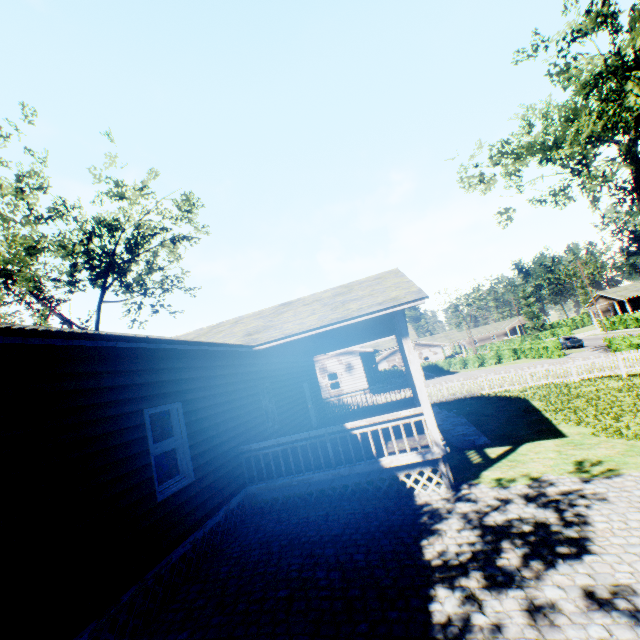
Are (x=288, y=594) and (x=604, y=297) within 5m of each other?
no

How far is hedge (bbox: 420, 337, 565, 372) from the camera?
35.5m

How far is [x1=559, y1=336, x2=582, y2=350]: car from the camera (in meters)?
39.25

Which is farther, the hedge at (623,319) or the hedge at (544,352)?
the hedge at (623,319)

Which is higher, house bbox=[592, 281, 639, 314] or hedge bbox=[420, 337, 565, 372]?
house bbox=[592, 281, 639, 314]

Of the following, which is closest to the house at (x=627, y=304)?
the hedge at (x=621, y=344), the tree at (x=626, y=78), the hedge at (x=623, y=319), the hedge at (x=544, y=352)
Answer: the hedge at (x=623, y=319)

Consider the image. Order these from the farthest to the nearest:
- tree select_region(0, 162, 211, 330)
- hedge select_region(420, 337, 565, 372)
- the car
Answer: the car, hedge select_region(420, 337, 565, 372), tree select_region(0, 162, 211, 330)

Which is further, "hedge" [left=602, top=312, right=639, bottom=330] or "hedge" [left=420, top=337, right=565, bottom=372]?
"hedge" [left=602, top=312, right=639, bottom=330]
